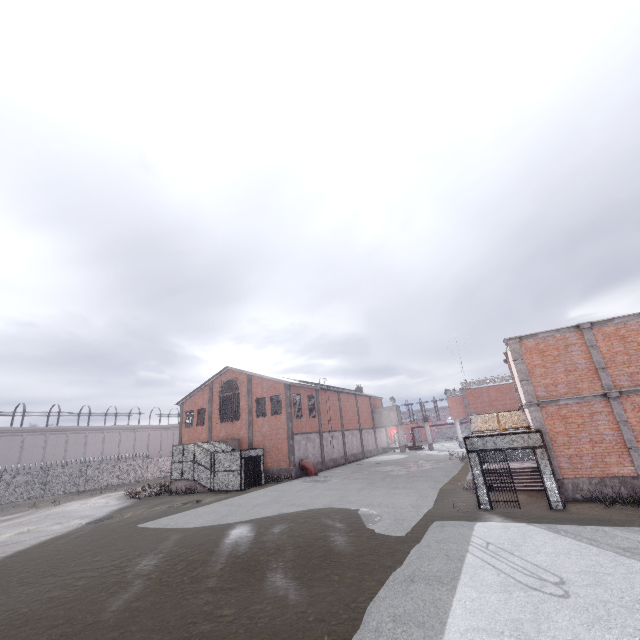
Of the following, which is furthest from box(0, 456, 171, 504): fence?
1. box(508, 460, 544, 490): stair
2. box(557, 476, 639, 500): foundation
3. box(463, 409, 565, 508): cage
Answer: box(508, 460, 544, 490): stair

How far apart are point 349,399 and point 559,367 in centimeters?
3358cm

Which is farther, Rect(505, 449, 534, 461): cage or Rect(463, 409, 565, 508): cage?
Rect(505, 449, 534, 461): cage

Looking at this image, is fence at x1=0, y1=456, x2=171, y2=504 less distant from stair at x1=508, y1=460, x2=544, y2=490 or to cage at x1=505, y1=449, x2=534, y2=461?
cage at x1=505, y1=449, x2=534, y2=461

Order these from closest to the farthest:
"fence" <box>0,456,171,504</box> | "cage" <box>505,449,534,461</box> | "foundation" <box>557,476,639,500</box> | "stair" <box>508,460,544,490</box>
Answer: "foundation" <box>557,476,639,500</box> → "stair" <box>508,460,544,490</box> → "cage" <box>505,449,534,461</box> → "fence" <box>0,456,171,504</box>

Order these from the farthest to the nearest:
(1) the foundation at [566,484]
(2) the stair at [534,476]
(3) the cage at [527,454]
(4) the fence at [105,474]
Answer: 1. (4) the fence at [105,474]
2. (3) the cage at [527,454]
3. (2) the stair at [534,476]
4. (1) the foundation at [566,484]

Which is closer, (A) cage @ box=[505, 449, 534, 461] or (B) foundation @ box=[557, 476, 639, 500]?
(B) foundation @ box=[557, 476, 639, 500]

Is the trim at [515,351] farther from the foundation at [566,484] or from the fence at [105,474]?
the fence at [105,474]
